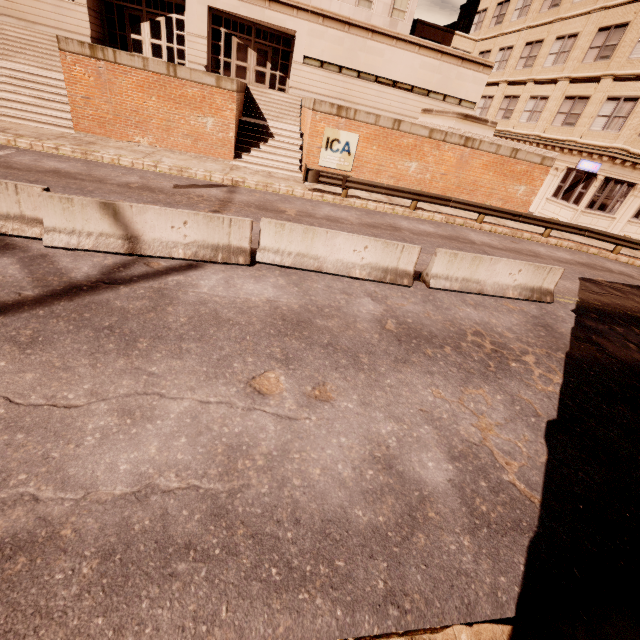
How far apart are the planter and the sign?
5.4m

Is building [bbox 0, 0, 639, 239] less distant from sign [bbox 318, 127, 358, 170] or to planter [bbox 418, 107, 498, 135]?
planter [bbox 418, 107, 498, 135]

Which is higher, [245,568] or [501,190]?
[501,190]

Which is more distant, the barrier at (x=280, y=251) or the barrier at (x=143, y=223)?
the barrier at (x=280, y=251)

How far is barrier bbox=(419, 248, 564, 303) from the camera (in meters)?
8.42

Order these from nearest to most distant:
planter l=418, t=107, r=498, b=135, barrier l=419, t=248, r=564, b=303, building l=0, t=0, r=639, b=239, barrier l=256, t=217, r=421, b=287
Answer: barrier l=256, t=217, r=421, b=287 < barrier l=419, t=248, r=564, b=303 < planter l=418, t=107, r=498, b=135 < building l=0, t=0, r=639, b=239

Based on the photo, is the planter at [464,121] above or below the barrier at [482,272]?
above

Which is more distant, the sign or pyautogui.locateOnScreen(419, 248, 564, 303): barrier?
the sign
